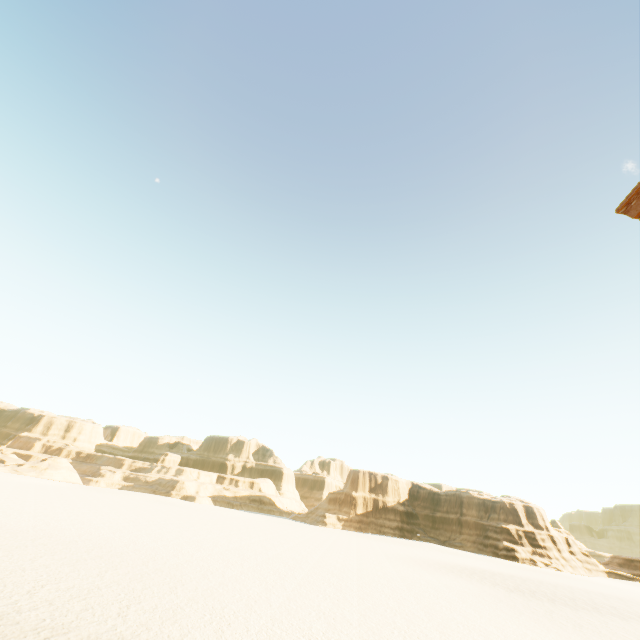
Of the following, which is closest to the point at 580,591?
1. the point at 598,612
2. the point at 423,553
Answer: the point at 598,612
